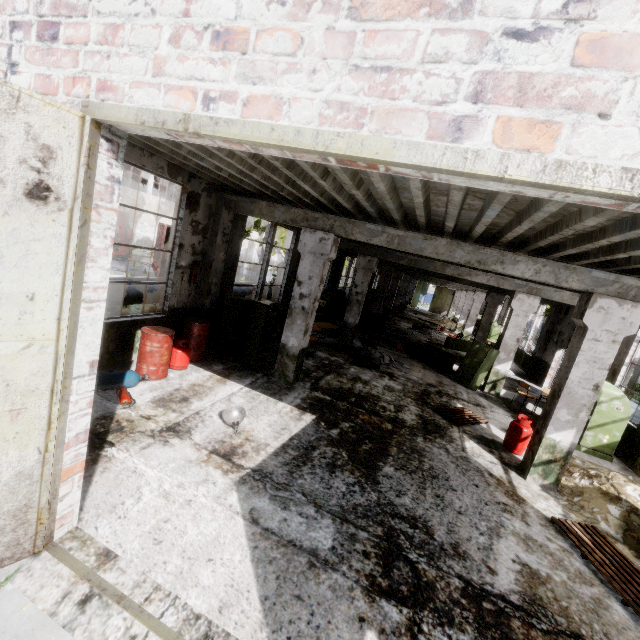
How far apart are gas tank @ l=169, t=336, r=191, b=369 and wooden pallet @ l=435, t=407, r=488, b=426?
6.7 meters

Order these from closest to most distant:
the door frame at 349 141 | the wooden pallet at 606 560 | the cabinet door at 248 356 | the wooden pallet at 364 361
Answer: the door frame at 349 141 → the wooden pallet at 606 560 → the cabinet door at 248 356 → the wooden pallet at 364 361

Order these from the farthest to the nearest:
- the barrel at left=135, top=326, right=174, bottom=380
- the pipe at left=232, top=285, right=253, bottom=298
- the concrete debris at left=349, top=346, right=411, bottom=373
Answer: the pipe at left=232, top=285, right=253, bottom=298 → the concrete debris at left=349, top=346, right=411, bottom=373 → the barrel at left=135, top=326, right=174, bottom=380

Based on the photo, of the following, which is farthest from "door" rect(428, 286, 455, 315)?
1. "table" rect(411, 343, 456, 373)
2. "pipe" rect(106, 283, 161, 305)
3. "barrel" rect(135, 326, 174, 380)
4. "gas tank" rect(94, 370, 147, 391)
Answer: "gas tank" rect(94, 370, 147, 391)

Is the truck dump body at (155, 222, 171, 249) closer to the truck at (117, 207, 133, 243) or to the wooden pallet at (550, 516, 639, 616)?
the truck at (117, 207, 133, 243)

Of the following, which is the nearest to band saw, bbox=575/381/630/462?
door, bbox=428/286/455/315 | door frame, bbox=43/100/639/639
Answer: door frame, bbox=43/100/639/639

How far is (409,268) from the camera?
18.5m

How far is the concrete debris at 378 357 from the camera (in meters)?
12.27
